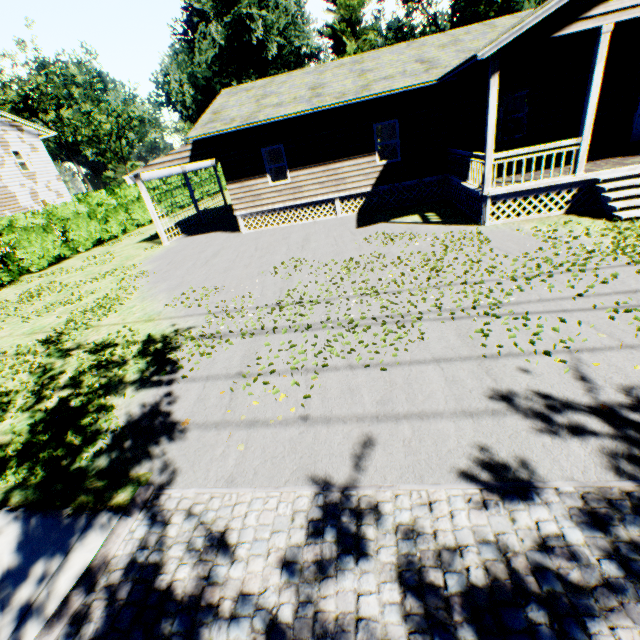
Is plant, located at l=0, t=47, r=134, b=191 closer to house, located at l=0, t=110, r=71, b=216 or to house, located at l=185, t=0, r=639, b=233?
house, located at l=0, t=110, r=71, b=216

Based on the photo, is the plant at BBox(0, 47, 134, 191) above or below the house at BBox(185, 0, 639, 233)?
above

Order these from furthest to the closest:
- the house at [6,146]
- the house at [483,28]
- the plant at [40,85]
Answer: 1. the plant at [40,85]
2. the house at [6,146]
3. the house at [483,28]

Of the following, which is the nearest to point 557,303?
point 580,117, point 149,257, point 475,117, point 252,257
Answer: point 252,257

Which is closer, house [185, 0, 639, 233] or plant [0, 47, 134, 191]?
house [185, 0, 639, 233]

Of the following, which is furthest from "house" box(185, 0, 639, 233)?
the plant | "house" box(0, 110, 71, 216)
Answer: the plant

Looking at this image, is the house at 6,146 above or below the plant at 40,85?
below
